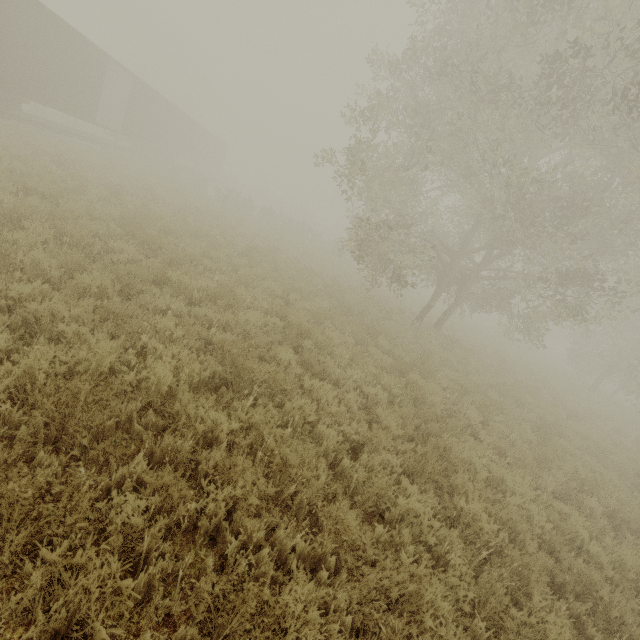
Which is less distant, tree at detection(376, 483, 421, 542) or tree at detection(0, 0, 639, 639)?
tree at detection(0, 0, 639, 639)

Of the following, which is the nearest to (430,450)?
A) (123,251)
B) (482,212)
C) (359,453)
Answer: (359,453)

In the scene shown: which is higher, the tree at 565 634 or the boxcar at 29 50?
the boxcar at 29 50

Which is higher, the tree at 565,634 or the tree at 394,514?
the tree at 565,634

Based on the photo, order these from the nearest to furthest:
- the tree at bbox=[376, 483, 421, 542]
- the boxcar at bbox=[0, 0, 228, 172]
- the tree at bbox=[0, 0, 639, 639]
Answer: the tree at bbox=[0, 0, 639, 639]
the tree at bbox=[376, 483, 421, 542]
the boxcar at bbox=[0, 0, 228, 172]

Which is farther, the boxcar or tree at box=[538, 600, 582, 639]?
the boxcar
